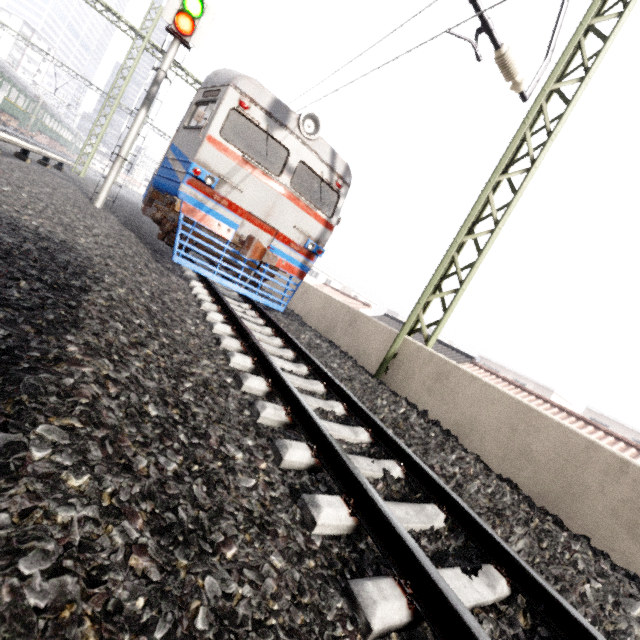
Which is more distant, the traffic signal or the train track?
the traffic signal

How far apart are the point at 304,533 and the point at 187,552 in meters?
0.7

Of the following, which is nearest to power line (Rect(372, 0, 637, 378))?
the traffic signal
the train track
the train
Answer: the train track

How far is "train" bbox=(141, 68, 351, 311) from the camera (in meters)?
6.23

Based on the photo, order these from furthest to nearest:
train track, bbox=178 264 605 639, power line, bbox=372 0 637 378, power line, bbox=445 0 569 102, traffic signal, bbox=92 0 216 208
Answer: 1. traffic signal, bbox=92 0 216 208
2. power line, bbox=372 0 637 378
3. power line, bbox=445 0 569 102
4. train track, bbox=178 264 605 639

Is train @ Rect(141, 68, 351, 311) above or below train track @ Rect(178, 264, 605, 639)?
above

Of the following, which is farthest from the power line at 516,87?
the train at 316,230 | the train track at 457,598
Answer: the train at 316,230

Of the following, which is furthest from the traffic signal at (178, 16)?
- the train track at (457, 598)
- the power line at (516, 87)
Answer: the power line at (516, 87)
